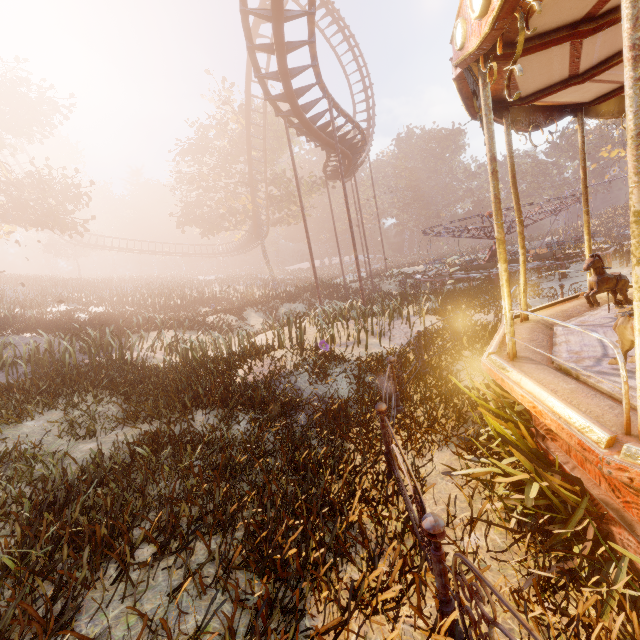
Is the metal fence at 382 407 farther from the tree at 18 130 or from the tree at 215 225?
the tree at 215 225

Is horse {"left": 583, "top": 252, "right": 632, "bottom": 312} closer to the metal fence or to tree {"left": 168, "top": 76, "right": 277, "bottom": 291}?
the metal fence

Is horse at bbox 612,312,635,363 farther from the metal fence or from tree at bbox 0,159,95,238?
tree at bbox 0,159,95,238

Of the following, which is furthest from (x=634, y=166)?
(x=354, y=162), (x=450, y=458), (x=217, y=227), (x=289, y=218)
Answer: (x=289, y=218)

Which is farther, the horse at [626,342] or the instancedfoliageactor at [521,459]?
the horse at [626,342]

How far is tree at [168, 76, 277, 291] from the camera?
29.5 meters

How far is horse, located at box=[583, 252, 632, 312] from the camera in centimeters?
498cm
